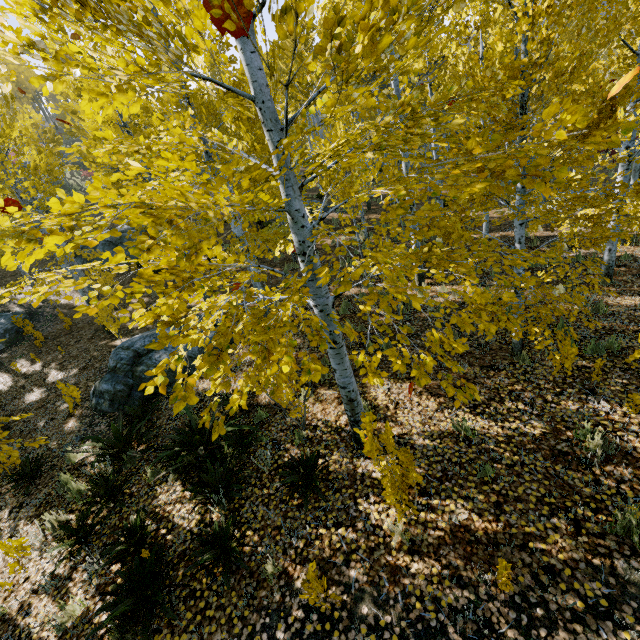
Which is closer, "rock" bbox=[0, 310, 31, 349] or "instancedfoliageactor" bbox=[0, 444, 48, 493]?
"instancedfoliageactor" bbox=[0, 444, 48, 493]

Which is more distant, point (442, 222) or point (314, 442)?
point (314, 442)

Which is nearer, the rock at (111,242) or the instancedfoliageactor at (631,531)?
the instancedfoliageactor at (631,531)

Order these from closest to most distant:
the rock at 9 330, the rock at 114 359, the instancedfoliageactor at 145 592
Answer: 1. the instancedfoliageactor at 145 592
2. the rock at 114 359
3. the rock at 9 330

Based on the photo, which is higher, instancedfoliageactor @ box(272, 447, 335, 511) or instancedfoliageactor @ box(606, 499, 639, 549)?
instancedfoliageactor @ box(272, 447, 335, 511)

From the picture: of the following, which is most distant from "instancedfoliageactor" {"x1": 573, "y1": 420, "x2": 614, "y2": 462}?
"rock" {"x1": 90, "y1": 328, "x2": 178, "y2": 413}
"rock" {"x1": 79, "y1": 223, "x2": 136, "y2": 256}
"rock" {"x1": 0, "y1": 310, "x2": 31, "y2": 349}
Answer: "rock" {"x1": 0, "y1": 310, "x2": 31, "y2": 349}

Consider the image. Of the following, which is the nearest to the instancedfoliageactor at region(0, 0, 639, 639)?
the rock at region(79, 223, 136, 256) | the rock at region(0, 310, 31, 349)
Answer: the rock at region(79, 223, 136, 256)

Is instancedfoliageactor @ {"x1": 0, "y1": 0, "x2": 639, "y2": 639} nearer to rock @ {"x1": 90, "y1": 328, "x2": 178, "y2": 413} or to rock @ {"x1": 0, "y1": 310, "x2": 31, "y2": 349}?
rock @ {"x1": 90, "y1": 328, "x2": 178, "y2": 413}
